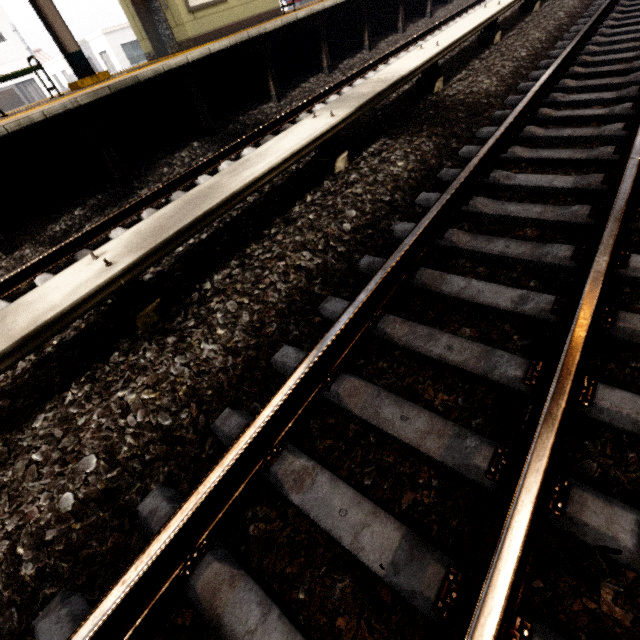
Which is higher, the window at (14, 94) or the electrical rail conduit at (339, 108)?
the window at (14, 94)

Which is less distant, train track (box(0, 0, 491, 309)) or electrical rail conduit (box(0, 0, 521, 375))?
electrical rail conduit (box(0, 0, 521, 375))

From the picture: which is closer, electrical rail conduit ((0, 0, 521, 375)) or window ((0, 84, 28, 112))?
electrical rail conduit ((0, 0, 521, 375))

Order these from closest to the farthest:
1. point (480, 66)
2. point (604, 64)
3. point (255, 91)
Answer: point (604, 64)
point (480, 66)
point (255, 91)

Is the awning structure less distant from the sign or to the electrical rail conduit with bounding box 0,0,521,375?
the sign

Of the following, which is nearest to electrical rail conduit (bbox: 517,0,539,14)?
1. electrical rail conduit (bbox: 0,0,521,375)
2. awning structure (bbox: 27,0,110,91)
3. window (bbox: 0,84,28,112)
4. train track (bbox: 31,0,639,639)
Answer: electrical rail conduit (bbox: 0,0,521,375)

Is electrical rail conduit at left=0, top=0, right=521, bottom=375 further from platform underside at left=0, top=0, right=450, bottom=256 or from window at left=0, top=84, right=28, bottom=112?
window at left=0, top=84, right=28, bottom=112

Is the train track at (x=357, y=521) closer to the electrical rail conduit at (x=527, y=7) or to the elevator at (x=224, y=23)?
the electrical rail conduit at (x=527, y=7)
